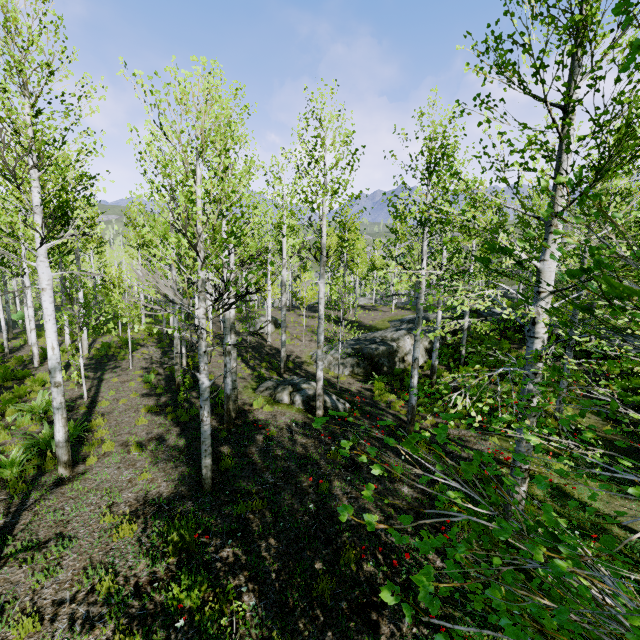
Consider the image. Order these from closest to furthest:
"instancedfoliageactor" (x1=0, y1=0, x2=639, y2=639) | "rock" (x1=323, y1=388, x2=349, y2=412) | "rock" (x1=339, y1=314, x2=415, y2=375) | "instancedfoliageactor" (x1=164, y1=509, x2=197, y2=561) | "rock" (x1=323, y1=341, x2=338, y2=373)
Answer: "instancedfoliageactor" (x1=0, y1=0, x2=639, y2=639)
"instancedfoliageactor" (x1=164, y1=509, x2=197, y2=561)
"rock" (x1=323, y1=388, x2=349, y2=412)
"rock" (x1=339, y1=314, x2=415, y2=375)
"rock" (x1=323, y1=341, x2=338, y2=373)

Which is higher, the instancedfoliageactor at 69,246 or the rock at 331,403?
the instancedfoliageactor at 69,246

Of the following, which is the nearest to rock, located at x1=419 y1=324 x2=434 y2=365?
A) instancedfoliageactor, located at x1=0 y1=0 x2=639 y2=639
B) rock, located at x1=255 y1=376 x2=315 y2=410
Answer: rock, located at x1=255 y1=376 x2=315 y2=410

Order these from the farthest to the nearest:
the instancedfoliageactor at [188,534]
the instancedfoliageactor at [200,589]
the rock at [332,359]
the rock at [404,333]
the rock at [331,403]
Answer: the rock at [332,359] < the rock at [404,333] < the rock at [331,403] < the instancedfoliageactor at [188,534] < the instancedfoliageactor at [200,589]

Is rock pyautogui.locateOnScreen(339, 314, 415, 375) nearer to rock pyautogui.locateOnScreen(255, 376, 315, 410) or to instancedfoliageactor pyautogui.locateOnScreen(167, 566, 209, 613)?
rock pyautogui.locateOnScreen(255, 376, 315, 410)

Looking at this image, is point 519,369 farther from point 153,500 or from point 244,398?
point 244,398
